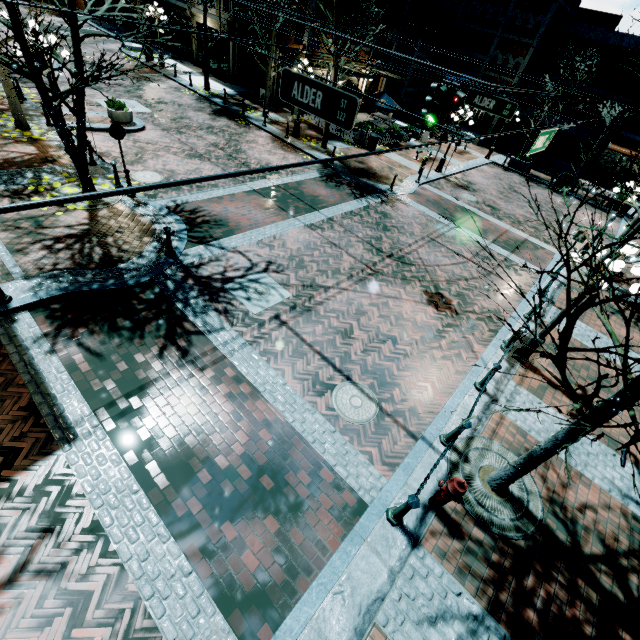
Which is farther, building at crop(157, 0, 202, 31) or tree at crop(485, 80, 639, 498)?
building at crop(157, 0, 202, 31)

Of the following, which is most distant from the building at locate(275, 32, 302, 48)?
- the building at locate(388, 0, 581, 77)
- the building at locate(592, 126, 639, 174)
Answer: the building at locate(592, 126, 639, 174)

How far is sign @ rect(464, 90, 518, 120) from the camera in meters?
10.3

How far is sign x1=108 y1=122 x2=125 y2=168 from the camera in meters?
9.6 m

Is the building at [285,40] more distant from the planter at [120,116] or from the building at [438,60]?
the planter at [120,116]

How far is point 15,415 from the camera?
5.39m

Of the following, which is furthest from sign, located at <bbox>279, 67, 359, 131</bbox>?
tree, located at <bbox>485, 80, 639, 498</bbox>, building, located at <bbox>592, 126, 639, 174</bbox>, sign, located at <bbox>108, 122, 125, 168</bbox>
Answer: building, located at <bbox>592, 126, 639, 174</bbox>

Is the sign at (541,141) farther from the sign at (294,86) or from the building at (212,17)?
the building at (212,17)
